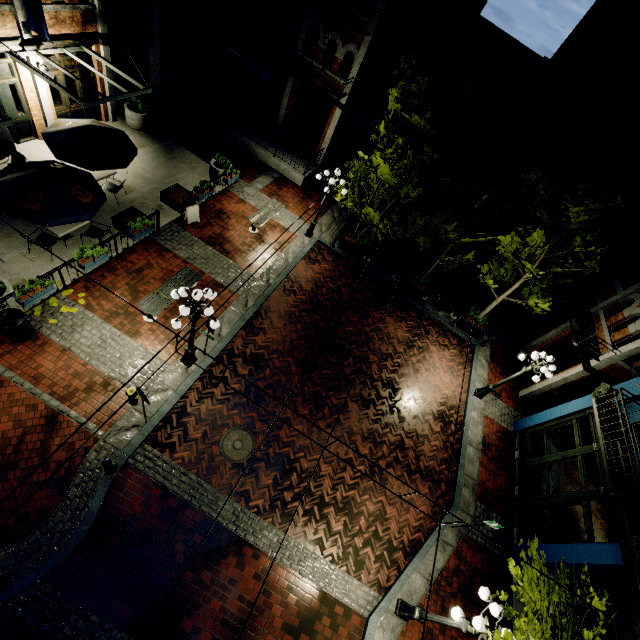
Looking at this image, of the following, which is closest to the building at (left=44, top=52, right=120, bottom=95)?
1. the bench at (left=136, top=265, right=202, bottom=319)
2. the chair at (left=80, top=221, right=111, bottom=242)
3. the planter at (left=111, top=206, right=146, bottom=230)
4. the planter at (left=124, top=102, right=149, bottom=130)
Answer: the planter at (left=124, top=102, right=149, bottom=130)

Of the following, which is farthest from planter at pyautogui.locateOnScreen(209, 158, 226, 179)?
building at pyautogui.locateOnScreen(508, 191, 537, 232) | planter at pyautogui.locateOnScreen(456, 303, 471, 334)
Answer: building at pyautogui.locateOnScreen(508, 191, 537, 232)

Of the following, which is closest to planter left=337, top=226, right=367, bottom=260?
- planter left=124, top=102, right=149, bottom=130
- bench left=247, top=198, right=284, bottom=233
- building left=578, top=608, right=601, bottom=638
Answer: bench left=247, top=198, right=284, bottom=233

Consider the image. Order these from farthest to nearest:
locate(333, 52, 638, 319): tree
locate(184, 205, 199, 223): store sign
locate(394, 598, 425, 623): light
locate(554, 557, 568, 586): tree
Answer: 1. locate(184, 205, 199, 223): store sign
2. locate(333, 52, 638, 319): tree
3. locate(394, 598, 425, 623): light
4. locate(554, 557, 568, 586): tree

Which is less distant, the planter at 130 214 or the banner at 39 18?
the banner at 39 18

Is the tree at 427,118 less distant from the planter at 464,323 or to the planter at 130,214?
the planter at 464,323

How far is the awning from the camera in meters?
15.6 m

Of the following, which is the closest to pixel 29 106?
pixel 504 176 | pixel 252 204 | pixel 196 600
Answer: pixel 252 204
